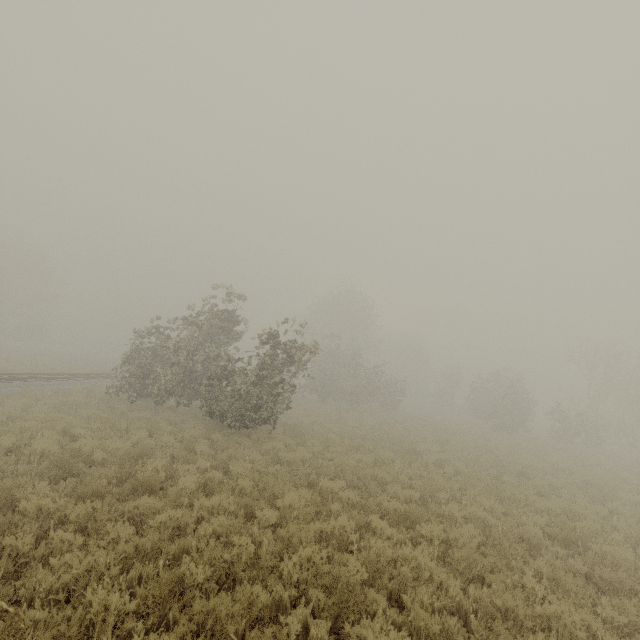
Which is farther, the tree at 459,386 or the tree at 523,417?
the tree at 459,386

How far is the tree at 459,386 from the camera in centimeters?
4872cm

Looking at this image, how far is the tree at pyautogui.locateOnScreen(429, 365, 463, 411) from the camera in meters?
48.7

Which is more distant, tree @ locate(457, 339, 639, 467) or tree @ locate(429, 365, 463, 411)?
tree @ locate(429, 365, 463, 411)

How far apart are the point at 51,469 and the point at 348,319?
40.94m
